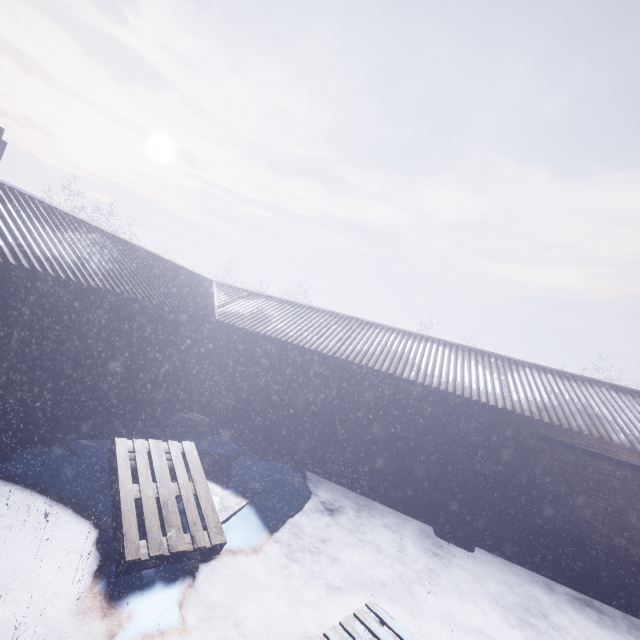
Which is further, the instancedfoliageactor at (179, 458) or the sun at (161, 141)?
the sun at (161, 141)

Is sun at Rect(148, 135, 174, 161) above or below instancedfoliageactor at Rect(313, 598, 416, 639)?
above

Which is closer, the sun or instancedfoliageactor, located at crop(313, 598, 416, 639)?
instancedfoliageactor, located at crop(313, 598, 416, 639)

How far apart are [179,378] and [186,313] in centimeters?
160cm

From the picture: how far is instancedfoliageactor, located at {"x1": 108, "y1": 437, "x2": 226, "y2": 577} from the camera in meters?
2.9

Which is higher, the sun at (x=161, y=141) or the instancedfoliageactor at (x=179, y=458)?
the sun at (x=161, y=141)
